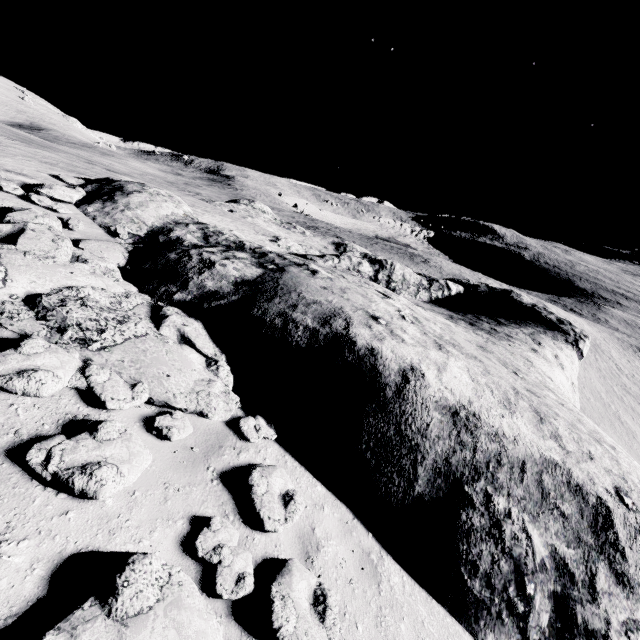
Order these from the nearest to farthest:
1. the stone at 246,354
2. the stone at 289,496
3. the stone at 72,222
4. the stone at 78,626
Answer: the stone at 78,626
the stone at 289,496
the stone at 246,354
the stone at 72,222

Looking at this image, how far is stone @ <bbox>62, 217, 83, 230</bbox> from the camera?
8.05m

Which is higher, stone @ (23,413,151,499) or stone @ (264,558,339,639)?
stone @ (23,413,151,499)

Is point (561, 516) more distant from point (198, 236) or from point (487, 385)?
point (198, 236)

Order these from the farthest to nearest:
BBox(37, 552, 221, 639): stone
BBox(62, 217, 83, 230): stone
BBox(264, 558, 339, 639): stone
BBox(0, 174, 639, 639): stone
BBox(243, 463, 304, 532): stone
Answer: BBox(62, 217, 83, 230): stone
BBox(0, 174, 639, 639): stone
BBox(243, 463, 304, 532): stone
BBox(264, 558, 339, 639): stone
BBox(37, 552, 221, 639): stone

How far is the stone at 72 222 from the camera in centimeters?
805cm
